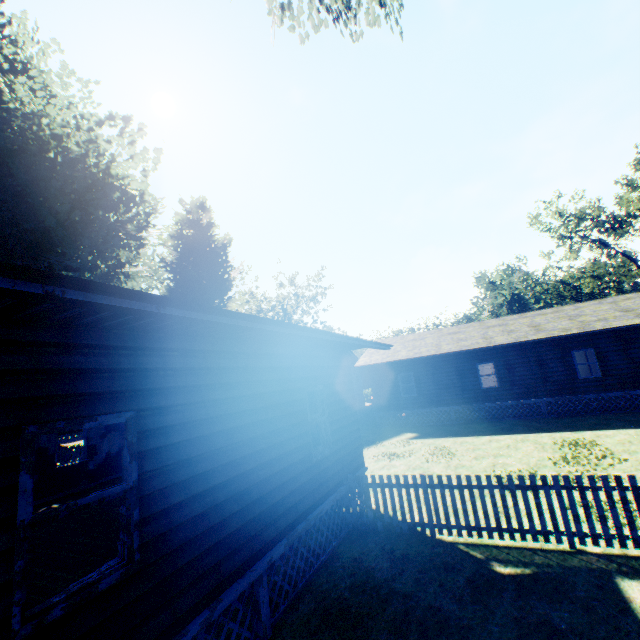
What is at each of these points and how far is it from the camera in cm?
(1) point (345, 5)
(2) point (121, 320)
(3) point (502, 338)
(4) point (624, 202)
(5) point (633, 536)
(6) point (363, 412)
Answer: (1) plant, 1092
(2) house, 332
(3) flat, 1959
(4) tree, 3078
(5) fence, 560
(6) fence, 2631

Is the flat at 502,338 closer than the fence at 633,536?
No

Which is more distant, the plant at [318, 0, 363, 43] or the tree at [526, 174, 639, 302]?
the tree at [526, 174, 639, 302]

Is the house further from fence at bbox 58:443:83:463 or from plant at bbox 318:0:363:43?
fence at bbox 58:443:83:463

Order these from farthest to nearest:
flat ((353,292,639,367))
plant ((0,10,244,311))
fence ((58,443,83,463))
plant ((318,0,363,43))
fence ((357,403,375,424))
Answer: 1. fence ((357,403,375,424))
2. fence ((58,443,83,463))
3. flat ((353,292,639,367))
4. plant ((0,10,244,311))
5. plant ((318,0,363,43))

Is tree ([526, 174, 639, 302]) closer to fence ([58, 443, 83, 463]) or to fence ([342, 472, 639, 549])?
fence ([342, 472, 639, 549])

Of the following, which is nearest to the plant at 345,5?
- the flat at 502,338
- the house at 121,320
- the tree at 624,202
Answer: the house at 121,320

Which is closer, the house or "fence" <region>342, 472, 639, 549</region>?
the house
